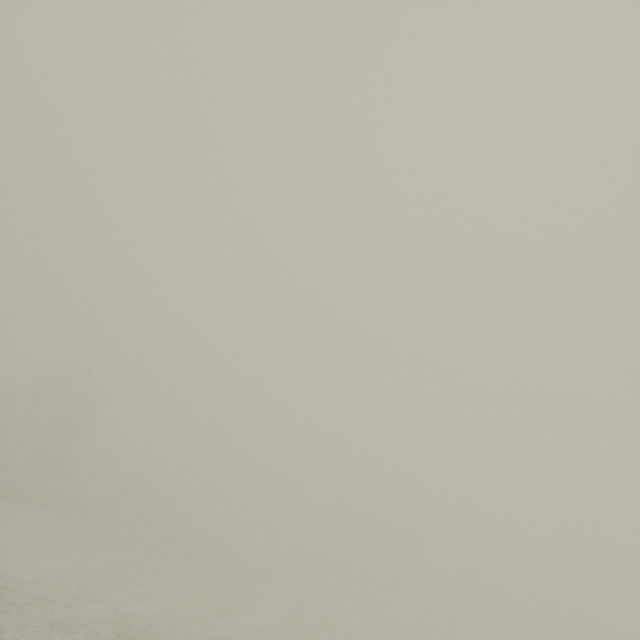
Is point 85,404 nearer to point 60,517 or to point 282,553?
point 60,517
